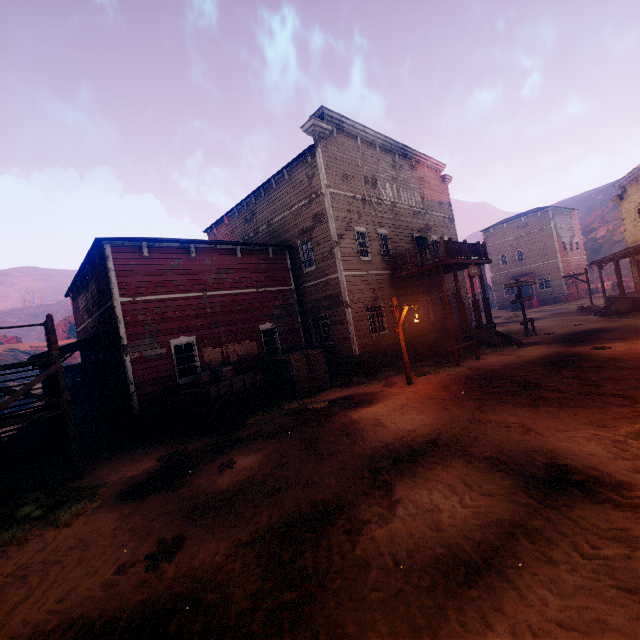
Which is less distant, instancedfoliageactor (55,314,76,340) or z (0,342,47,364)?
z (0,342,47,364)

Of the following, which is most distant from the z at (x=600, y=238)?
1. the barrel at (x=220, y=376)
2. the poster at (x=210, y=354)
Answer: the poster at (x=210, y=354)

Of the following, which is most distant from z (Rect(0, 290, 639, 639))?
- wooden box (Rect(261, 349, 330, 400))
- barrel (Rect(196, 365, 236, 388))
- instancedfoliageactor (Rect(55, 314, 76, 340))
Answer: instancedfoliageactor (Rect(55, 314, 76, 340))

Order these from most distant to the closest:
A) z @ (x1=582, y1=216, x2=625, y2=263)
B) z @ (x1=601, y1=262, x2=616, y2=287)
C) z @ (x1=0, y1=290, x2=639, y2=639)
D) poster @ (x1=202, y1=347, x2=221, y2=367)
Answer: z @ (x1=582, y1=216, x2=625, y2=263) < z @ (x1=601, y1=262, x2=616, y2=287) < poster @ (x1=202, y1=347, x2=221, y2=367) < z @ (x1=0, y1=290, x2=639, y2=639)

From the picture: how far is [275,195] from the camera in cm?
1750

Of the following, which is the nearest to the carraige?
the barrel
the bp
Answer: the barrel

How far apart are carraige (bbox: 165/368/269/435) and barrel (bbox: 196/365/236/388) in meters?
0.0 m

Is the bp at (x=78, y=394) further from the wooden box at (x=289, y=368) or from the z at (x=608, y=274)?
the wooden box at (x=289, y=368)
